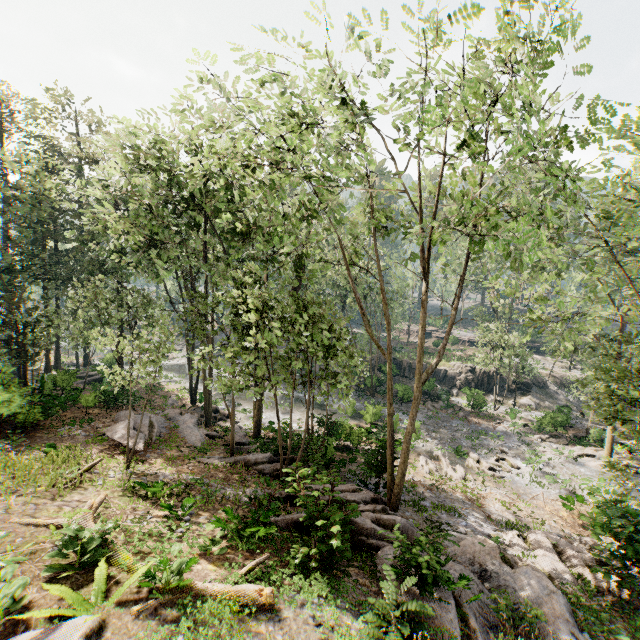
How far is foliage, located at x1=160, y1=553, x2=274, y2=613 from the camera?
6.5 meters

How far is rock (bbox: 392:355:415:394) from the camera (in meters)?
A: 32.85

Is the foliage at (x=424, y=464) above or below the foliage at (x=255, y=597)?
below

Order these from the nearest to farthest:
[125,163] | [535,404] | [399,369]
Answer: [125,163]
[535,404]
[399,369]

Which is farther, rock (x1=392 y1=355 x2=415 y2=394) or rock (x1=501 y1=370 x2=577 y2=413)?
rock (x1=501 y1=370 x2=577 y2=413)

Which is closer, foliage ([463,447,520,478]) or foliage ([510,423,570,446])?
foliage ([463,447,520,478])
